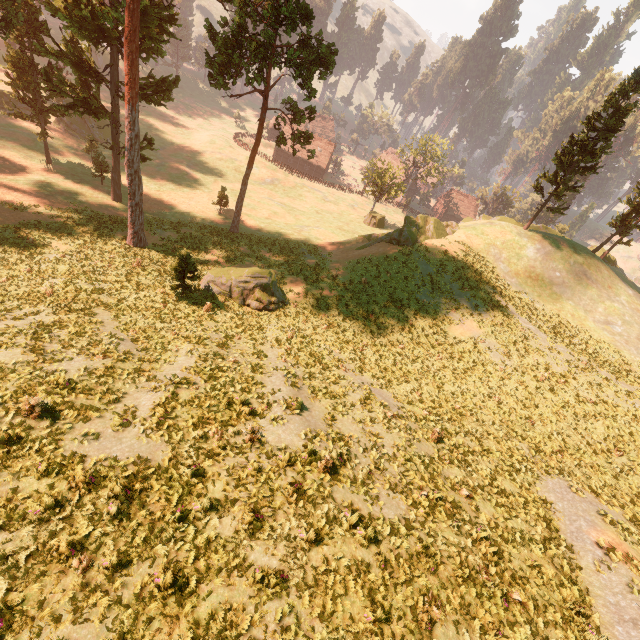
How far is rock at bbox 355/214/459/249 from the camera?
33.1m

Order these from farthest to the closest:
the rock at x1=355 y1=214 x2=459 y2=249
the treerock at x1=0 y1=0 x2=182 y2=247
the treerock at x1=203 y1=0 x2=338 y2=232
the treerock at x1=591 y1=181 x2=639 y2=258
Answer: the treerock at x1=591 y1=181 x2=639 y2=258
the rock at x1=355 y1=214 x2=459 y2=249
the treerock at x1=203 y1=0 x2=338 y2=232
the treerock at x1=0 y1=0 x2=182 y2=247

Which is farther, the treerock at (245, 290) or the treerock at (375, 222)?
the treerock at (375, 222)

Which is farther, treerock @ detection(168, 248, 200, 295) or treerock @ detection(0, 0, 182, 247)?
treerock @ detection(0, 0, 182, 247)

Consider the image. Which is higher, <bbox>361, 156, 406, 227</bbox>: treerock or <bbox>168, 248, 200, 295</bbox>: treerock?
<bbox>168, 248, 200, 295</bbox>: treerock

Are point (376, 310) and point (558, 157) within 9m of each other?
no

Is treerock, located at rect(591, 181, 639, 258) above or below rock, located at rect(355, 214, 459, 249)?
above

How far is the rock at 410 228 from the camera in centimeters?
3306cm
